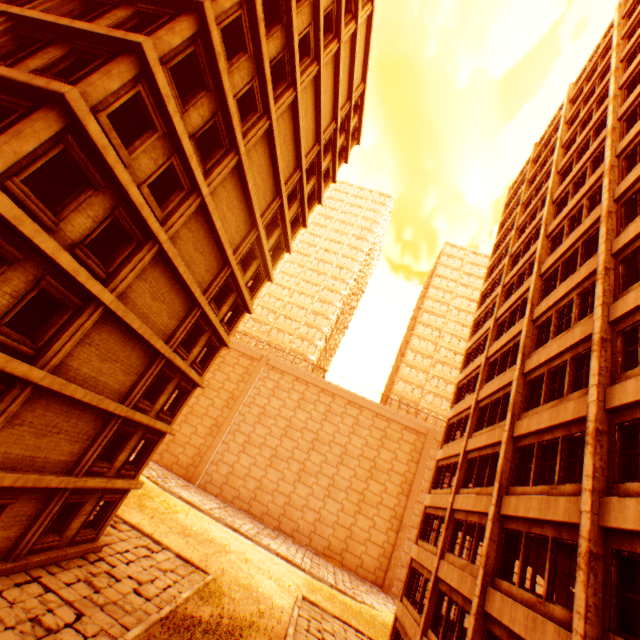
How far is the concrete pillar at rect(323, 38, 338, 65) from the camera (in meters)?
19.31

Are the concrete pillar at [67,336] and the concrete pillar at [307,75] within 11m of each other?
no

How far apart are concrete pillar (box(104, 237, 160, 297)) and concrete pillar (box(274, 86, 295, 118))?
9.4m

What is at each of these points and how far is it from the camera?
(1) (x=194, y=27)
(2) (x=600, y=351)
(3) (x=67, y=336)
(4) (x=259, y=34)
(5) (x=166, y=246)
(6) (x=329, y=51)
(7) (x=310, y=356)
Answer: (1) concrete pillar, 10.8 meters
(2) pillar, 9.8 meters
(3) concrete pillar, 10.5 meters
(4) wall corner piece, 13.3 meters
(5) wall corner piece, 12.8 meters
(6) concrete pillar, 19.6 meters
(7) building, 57.1 meters

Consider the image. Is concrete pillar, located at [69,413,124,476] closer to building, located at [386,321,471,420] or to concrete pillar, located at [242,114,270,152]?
concrete pillar, located at [242,114,270,152]

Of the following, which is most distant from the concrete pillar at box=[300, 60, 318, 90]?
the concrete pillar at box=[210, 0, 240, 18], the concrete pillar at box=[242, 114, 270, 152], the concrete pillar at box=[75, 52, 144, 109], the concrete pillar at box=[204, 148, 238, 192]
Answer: the concrete pillar at box=[75, 52, 144, 109]

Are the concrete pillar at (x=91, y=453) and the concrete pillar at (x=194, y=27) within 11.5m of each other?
no

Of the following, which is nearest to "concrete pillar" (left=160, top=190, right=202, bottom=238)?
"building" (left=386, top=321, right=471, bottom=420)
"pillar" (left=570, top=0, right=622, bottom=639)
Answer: "pillar" (left=570, top=0, right=622, bottom=639)
